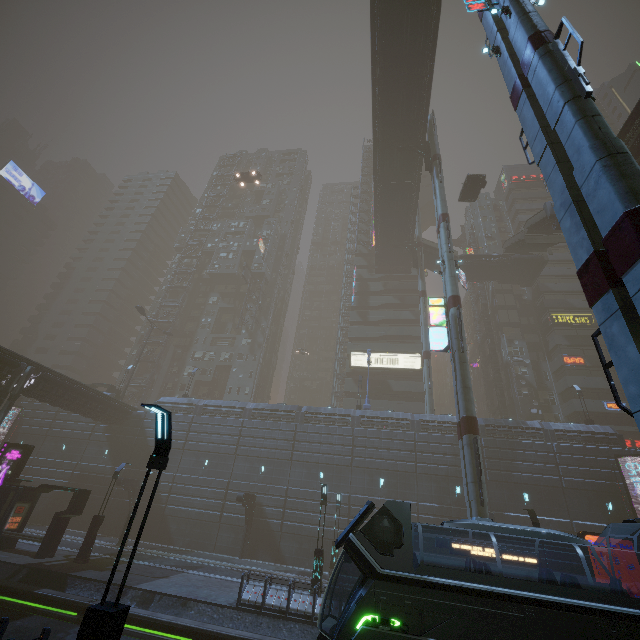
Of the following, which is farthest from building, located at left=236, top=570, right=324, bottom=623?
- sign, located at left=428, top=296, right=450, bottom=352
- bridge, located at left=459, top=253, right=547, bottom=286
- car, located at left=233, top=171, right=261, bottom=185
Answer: car, located at left=233, top=171, right=261, bottom=185

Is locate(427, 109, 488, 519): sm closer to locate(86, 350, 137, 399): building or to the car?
locate(86, 350, 137, 399): building

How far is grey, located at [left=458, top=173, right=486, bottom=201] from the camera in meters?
33.5

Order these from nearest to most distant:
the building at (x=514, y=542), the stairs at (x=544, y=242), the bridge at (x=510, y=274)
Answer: the building at (x=514, y=542) < the stairs at (x=544, y=242) < the bridge at (x=510, y=274)

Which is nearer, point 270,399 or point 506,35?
point 506,35

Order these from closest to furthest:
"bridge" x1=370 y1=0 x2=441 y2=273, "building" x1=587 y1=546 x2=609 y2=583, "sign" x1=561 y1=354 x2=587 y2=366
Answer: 1. "building" x1=587 y1=546 x2=609 y2=583
2. "bridge" x1=370 y1=0 x2=441 y2=273
3. "sign" x1=561 y1=354 x2=587 y2=366

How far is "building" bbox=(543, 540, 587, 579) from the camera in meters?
24.4 m

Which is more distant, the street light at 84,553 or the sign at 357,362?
the sign at 357,362
